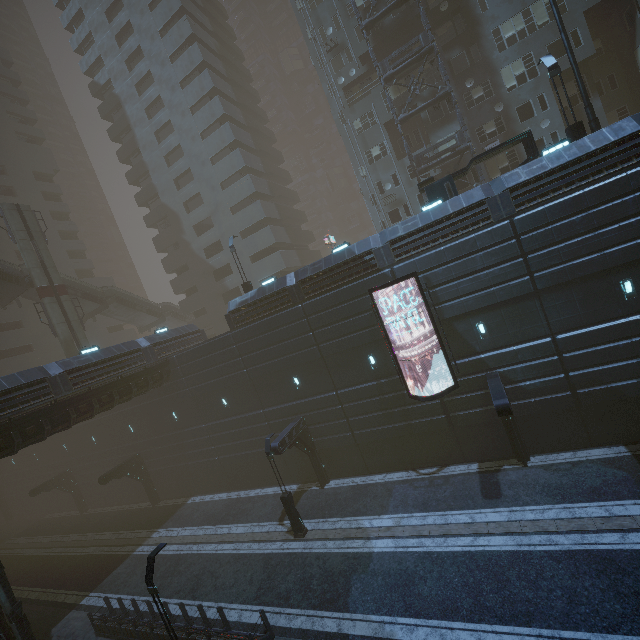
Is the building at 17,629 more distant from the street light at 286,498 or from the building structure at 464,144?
the street light at 286,498

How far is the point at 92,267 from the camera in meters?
48.7 m

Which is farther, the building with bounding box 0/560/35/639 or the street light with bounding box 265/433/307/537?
the street light with bounding box 265/433/307/537

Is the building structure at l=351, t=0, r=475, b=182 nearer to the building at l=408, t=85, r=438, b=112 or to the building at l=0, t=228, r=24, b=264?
the building at l=408, t=85, r=438, b=112

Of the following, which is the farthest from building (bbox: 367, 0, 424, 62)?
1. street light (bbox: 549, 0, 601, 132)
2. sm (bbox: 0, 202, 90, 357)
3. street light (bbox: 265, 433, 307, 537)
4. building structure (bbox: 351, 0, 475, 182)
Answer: sm (bbox: 0, 202, 90, 357)

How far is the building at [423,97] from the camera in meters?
26.0 m

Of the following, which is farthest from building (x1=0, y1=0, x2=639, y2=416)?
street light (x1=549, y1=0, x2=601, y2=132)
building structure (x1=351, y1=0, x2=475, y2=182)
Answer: street light (x1=549, y1=0, x2=601, y2=132)

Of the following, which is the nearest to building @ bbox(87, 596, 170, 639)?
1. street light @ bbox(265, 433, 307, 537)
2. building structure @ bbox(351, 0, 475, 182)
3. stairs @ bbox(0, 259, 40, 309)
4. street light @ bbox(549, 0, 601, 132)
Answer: building structure @ bbox(351, 0, 475, 182)
